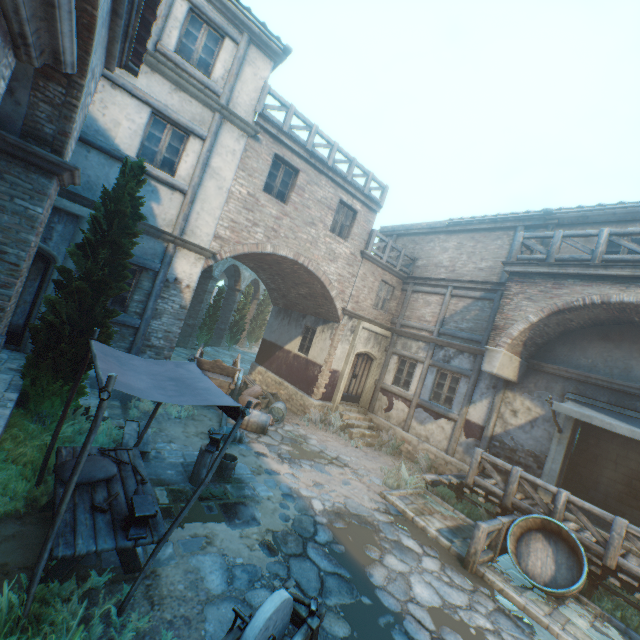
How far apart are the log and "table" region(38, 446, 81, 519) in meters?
1.2

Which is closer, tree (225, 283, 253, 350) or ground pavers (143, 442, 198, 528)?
ground pavers (143, 442, 198, 528)

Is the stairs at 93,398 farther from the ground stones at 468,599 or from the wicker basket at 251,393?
the wicker basket at 251,393

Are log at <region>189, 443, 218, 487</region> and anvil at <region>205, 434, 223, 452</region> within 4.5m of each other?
yes

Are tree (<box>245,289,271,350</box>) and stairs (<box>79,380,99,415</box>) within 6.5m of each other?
no

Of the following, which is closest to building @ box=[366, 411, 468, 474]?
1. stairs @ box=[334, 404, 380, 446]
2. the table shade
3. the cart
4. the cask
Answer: stairs @ box=[334, 404, 380, 446]

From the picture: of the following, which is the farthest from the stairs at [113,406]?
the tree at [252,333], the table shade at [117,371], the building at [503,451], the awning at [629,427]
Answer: the tree at [252,333]

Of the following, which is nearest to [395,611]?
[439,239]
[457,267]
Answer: [457,267]
